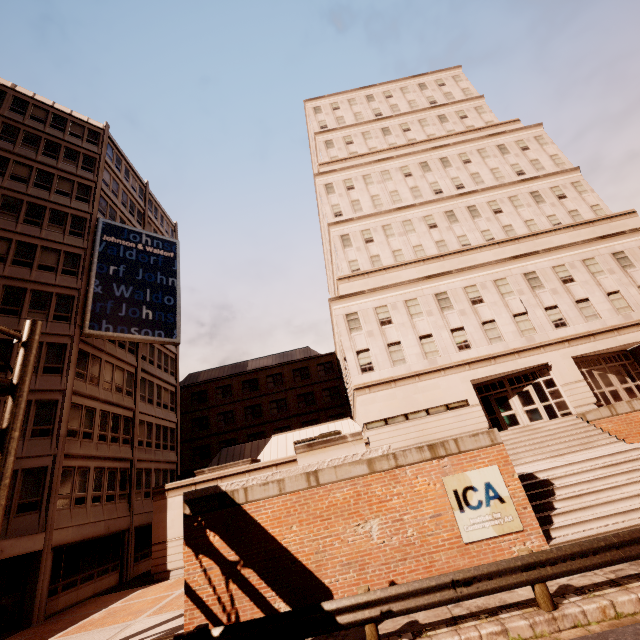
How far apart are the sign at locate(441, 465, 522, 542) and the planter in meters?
2.6

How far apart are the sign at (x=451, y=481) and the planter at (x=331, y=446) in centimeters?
255cm

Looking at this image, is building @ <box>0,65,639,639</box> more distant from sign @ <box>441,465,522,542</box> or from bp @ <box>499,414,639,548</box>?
sign @ <box>441,465,522,542</box>

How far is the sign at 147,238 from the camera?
23.3m

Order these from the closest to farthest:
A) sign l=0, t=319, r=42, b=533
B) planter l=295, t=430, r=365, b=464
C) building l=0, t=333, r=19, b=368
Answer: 1. sign l=0, t=319, r=42, b=533
2. planter l=295, t=430, r=365, b=464
3. building l=0, t=333, r=19, b=368

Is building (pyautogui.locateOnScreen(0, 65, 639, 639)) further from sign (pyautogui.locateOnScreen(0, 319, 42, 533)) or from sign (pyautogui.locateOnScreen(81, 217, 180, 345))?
sign (pyautogui.locateOnScreen(0, 319, 42, 533))

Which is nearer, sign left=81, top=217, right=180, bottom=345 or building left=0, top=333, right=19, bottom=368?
building left=0, top=333, right=19, bottom=368

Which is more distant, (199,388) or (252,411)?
(199,388)
